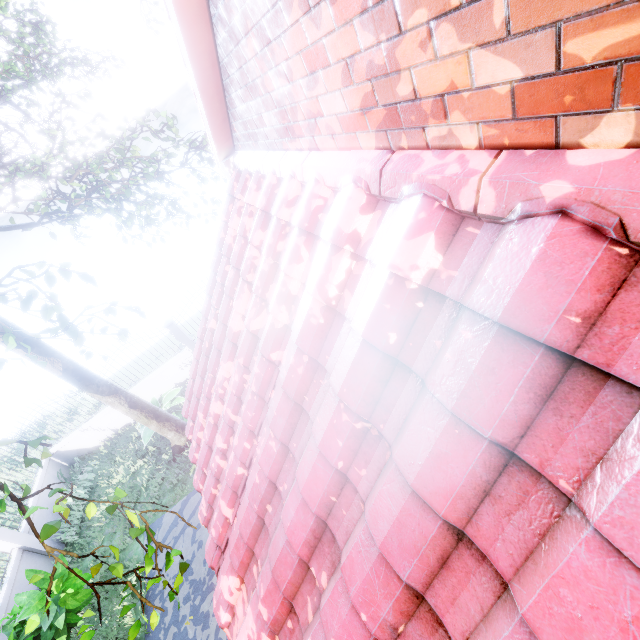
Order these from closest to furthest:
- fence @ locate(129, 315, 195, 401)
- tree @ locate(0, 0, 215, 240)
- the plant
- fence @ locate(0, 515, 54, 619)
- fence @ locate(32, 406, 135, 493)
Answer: tree @ locate(0, 0, 215, 240), the plant, fence @ locate(0, 515, 54, 619), fence @ locate(32, 406, 135, 493), fence @ locate(129, 315, 195, 401)

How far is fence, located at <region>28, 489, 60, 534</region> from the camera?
9.7m

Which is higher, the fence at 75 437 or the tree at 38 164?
the tree at 38 164

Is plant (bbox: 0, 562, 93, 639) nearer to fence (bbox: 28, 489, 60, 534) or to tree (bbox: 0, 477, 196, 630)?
tree (bbox: 0, 477, 196, 630)

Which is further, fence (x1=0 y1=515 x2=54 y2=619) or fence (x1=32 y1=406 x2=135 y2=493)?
fence (x1=32 y1=406 x2=135 y2=493)

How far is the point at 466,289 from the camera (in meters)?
1.40

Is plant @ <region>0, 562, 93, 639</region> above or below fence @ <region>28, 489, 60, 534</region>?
above
